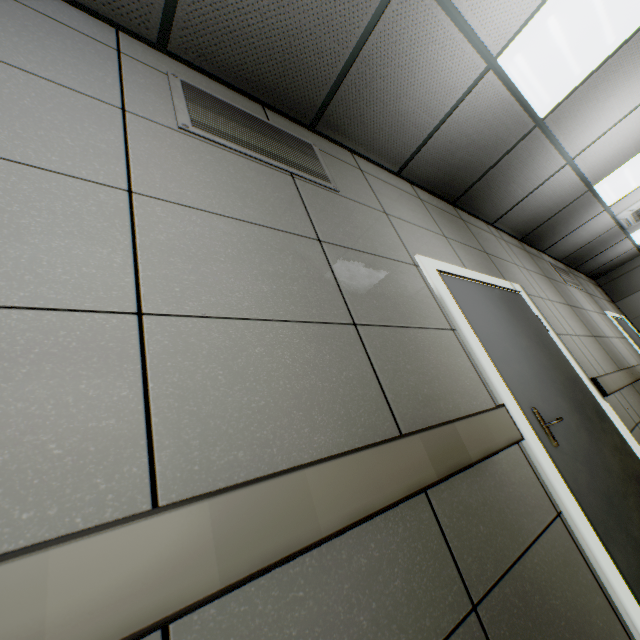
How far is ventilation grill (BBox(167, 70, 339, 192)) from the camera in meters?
1.5 m

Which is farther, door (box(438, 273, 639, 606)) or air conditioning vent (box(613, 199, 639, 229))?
air conditioning vent (box(613, 199, 639, 229))

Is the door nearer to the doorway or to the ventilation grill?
the doorway

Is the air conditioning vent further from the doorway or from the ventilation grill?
the ventilation grill

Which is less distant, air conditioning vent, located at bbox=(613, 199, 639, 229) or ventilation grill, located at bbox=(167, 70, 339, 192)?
ventilation grill, located at bbox=(167, 70, 339, 192)

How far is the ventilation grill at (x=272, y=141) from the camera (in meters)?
1.53

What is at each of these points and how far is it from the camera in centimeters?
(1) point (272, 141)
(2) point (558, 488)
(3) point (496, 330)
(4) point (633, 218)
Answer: (1) ventilation grill, 187cm
(2) doorway, 153cm
(3) door, 224cm
(4) air conditioning vent, 535cm

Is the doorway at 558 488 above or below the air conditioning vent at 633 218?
below
